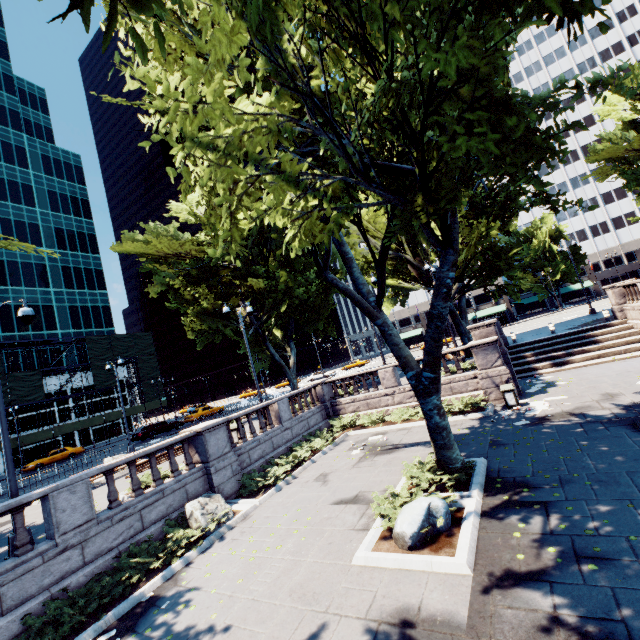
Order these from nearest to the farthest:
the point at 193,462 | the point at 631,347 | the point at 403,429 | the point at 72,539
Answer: the point at 72,539 < the point at 193,462 < the point at 403,429 < the point at 631,347

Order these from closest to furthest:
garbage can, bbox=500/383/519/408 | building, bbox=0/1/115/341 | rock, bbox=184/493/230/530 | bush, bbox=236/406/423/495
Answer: rock, bbox=184/493/230/530
bush, bbox=236/406/423/495
garbage can, bbox=500/383/519/408
building, bbox=0/1/115/341

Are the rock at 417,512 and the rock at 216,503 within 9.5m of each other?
yes

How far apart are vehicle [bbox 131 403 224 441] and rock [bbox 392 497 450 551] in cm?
3187

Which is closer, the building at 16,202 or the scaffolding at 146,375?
the scaffolding at 146,375

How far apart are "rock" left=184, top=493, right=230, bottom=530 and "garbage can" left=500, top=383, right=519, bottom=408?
12.32m

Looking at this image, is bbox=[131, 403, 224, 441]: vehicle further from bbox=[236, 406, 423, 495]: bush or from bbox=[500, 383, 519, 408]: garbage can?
bbox=[500, 383, 519, 408]: garbage can

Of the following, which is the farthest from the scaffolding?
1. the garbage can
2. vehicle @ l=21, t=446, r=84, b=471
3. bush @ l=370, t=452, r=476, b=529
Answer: the garbage can
